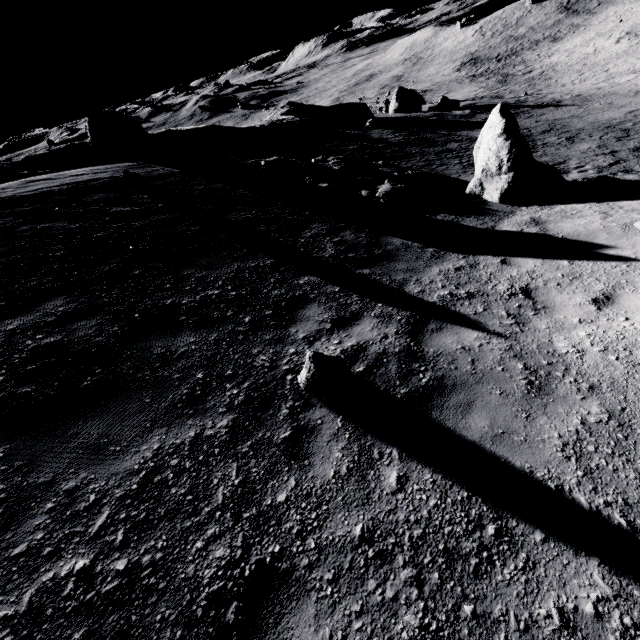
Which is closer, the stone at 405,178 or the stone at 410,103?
the stone at 405,178

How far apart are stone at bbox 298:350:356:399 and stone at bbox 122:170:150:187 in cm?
961

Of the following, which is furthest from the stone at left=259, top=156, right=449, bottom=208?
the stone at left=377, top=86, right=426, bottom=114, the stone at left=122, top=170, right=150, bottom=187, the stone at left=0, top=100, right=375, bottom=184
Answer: the stone at left=377, top=86, right=426, bottom=114

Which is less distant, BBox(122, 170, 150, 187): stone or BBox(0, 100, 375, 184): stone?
BBox(122, 170, 150, 187): stone

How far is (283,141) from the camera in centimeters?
2056cm

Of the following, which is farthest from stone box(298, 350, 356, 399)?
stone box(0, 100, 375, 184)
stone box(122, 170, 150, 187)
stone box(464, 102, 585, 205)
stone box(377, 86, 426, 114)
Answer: stone box(377, 86, 426, 114)

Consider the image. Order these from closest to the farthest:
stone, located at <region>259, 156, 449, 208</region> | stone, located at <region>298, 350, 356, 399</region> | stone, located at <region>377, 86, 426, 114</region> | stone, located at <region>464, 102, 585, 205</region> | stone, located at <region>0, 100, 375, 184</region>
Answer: stone, located at <region>298, 350, 356, 399</region> < stone, located at <region>464, 102, 585, 205</region> < stone, located at <region>259, 156, 449, 208</region> < stone, located at <region>0, 100, 375, 184</region> < stone, located at <region>377, 86, 426, 114</region>

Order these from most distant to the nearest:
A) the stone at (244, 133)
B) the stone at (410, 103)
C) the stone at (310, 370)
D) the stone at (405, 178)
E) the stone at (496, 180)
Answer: the stone at (410, 103) < the stone at (244, 133) < the stone at (405, 178) < the stone at (496, 180) < the stone at (310, 370)
